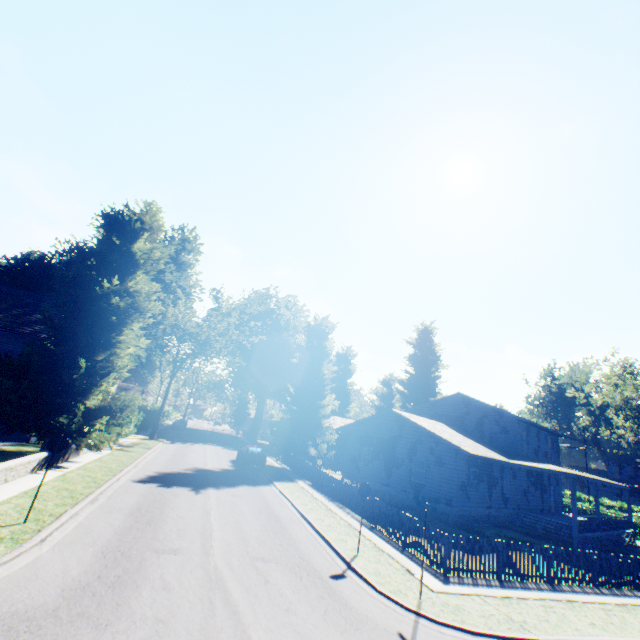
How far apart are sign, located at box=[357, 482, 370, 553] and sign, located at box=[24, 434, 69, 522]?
9.7m

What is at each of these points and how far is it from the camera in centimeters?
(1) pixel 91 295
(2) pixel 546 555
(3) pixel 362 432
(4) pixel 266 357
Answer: (1) plant, 1772cm
(2) fence, 1277cm
(3) house, 2748cm
(4) plant, 5897cm

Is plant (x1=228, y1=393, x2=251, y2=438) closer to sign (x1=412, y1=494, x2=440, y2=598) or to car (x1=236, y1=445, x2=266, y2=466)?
car (x1=236, y1=445, x2=266, y2=466)

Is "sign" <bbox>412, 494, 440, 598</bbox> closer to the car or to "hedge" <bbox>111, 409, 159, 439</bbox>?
"hedge" <bbox>111, 409, 159, 439</bbox>

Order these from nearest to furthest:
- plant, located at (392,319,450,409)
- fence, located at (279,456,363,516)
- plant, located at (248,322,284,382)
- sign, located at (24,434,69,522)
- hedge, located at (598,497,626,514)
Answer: sign, located at (24,434,69,522)
fence, located at (279,456,363,516)
hedge, located at (598,497,626,514)
plant, located at (392,319,450,409)
plant, located at (248,322,284,382)

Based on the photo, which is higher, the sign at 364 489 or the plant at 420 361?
the plant at 420 361

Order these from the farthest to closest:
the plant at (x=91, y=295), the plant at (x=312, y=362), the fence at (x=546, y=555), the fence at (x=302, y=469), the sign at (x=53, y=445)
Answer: the plant at (x=312, y=362), the fence at (x=302, y=469), the plant at (x=91, y=295), the fence at (x=546, y=555), the sign at (x=53, y=445)

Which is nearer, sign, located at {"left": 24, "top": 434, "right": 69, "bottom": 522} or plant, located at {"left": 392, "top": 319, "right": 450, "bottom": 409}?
sign, located at {"left": 24, "top": 434, "right": 69, "bottom": 522}
